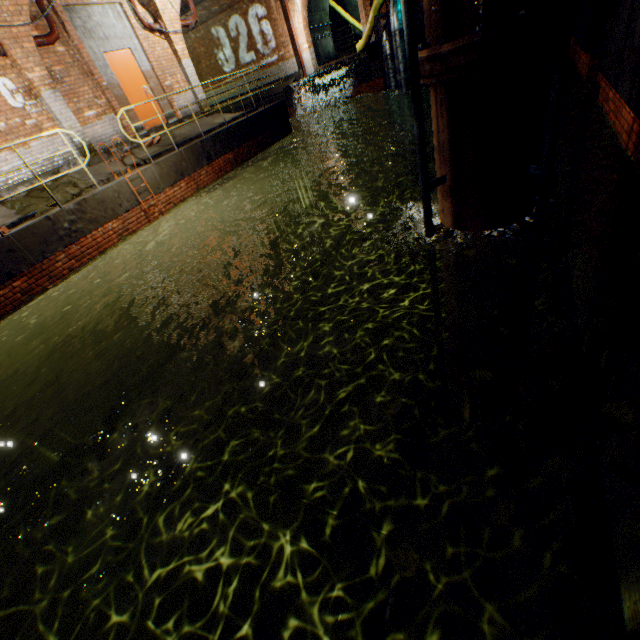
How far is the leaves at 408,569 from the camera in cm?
153

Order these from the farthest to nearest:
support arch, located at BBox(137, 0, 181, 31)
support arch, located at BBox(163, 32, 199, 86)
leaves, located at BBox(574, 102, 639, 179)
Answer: support arch, located at BBox(163, 32, 199, 86), support arch, located at BBox(137, 0, 181, 31), leaves, located at BBox(574, 102, 639, 179)

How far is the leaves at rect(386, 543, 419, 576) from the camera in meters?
1.5 m

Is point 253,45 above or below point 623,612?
above

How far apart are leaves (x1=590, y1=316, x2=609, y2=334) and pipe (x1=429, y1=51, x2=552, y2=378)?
1.53m

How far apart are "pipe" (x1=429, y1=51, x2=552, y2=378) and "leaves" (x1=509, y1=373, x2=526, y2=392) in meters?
2.0

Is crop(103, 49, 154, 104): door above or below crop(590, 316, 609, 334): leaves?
above

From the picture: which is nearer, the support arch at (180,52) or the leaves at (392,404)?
the leaves at (392,404)
